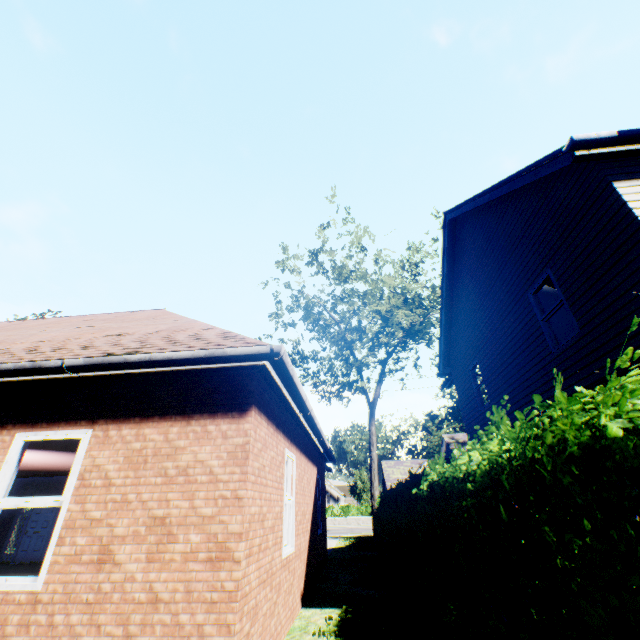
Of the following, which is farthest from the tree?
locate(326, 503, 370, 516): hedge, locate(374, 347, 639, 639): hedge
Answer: locate(326, 503, 370, 516): hedge

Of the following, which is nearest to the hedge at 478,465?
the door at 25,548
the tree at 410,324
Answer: the tree at 410,324

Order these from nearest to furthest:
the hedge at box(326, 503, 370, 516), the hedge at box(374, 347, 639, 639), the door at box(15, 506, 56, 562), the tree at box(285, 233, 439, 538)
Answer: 1. the hedge at box(374, 347, 639, 639)
2. the door at box(15, 506, 56, 562)
3. the tree at box(285, 233, 439, 538)
4. the hedge at box(326, 503, 370, 516)

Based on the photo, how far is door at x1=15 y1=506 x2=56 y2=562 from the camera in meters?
13.3

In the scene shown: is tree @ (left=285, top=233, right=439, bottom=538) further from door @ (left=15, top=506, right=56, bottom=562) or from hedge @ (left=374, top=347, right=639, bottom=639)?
door @ (left=15, top=506, right=56, bottom=562)

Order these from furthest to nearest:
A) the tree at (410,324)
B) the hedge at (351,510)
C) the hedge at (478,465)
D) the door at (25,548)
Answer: the hedge at (351,510), the tree at (410,324), the door at (25,548), the hedge at (478,465)

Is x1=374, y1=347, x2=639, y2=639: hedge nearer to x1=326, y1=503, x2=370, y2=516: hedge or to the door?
the door

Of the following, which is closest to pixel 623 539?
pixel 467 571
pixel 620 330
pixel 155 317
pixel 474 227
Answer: pixel 467 571
